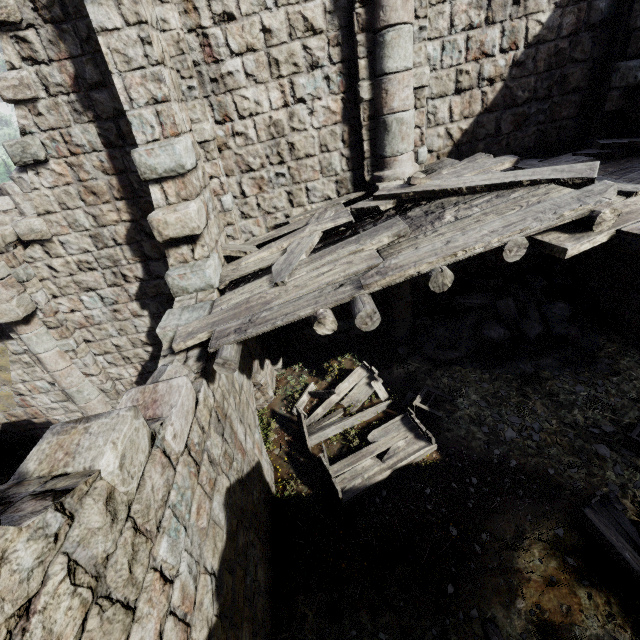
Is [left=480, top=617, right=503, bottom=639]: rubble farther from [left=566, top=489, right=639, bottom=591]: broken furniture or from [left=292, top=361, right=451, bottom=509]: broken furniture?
[left=292, top=361, right=451, bottom=509]: broken furniture

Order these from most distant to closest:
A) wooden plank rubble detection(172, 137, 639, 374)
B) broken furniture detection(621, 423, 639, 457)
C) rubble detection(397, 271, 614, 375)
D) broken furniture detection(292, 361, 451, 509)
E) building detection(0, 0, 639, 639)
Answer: rubble detection(397, 271, 614, 375) → broken furniture detection(292, 361, 451, 509) → broken furniture detection(621, 423, 639, 457) → wooden plank rubble detection(172, 137, 639, 374) → building detection(0, 0, 639, 639)

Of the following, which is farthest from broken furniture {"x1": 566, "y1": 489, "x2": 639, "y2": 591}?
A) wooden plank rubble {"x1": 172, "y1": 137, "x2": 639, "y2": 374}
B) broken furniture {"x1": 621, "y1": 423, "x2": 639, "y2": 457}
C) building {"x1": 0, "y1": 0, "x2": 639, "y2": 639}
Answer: wooden plank rubble {"x1": 172, "y1": 137, "x2": 639, "y2": 374}

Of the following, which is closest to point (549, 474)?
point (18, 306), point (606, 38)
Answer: point (606, 38)

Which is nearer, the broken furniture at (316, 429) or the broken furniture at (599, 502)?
the broken furniture at (599, 502)

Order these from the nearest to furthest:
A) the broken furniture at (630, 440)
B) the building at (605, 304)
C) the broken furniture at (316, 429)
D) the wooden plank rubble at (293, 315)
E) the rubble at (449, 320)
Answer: the building at (605, 304), the wooden plank rubble at (293, 315), the broken furniture at (630, 440), the broken furniture at (316, 429), the rubble at (449, 320)

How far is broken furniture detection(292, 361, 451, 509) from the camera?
6.4m

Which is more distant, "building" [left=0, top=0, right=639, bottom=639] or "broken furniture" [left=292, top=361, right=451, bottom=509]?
"broken furniture" [left=292, top=361, right=451, bottom=509]
